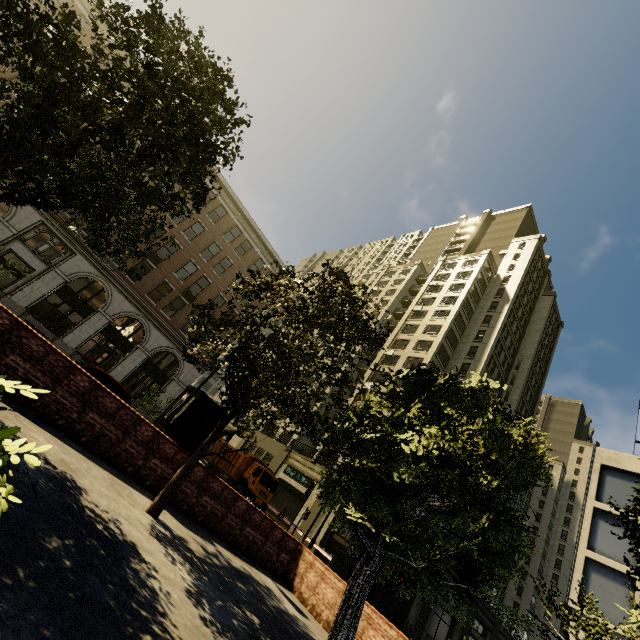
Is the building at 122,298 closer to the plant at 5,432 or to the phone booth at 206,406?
the phone booth at 206,406

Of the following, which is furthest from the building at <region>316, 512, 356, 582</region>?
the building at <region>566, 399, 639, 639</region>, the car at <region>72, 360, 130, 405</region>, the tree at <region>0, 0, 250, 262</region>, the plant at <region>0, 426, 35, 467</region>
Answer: the plant at <region>0, 426, 35, 467</region>

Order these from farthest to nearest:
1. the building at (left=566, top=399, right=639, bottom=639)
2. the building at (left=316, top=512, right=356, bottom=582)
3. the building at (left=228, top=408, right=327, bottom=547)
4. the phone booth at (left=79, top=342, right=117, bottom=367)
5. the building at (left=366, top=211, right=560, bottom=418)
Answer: the building at (left=366, top=211, right=560, bottom=418)
the building at (left=228, top=408, right=327, bottom=547)
the building at (left=316, top=512, right=356, bottom=582)
the phone booth at (left=79, top=342, right=117, bottom=367)
the building at (left=566, top=399, right=639, bottom=639)

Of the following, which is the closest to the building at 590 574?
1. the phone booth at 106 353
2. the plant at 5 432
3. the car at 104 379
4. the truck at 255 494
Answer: the truck at 255 494

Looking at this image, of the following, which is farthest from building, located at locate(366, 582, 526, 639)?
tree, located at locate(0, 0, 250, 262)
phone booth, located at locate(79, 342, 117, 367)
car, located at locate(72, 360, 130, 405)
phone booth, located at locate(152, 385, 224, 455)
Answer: phone booth, located at locate(152, 385, 224, 455)

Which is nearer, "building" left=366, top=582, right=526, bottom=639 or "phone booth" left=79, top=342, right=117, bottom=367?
"phone booth" left=79, top=342, right=117, bottom=367

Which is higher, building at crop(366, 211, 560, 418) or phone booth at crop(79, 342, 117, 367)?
building at crop(366, 211, 560, 418)

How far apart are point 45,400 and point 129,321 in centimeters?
2155cm
